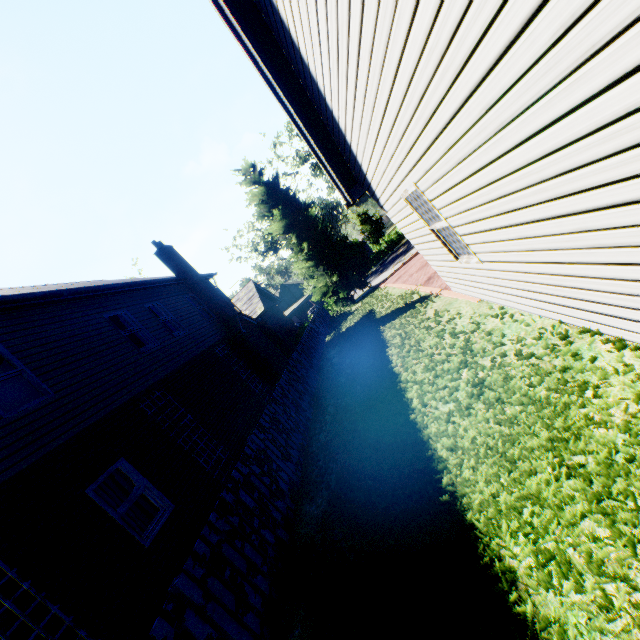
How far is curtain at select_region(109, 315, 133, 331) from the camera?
10.3 meters

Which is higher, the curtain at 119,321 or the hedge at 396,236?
the curtain at 119,321

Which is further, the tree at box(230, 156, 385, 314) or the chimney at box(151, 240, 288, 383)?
the tree at box(230, 156, 385, 314)

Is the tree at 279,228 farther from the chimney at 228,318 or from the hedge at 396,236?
the chimney at 228,318

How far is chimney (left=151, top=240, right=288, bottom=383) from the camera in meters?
15.2 m

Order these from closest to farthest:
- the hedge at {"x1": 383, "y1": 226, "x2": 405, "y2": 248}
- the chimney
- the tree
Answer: the chimney → the tree → the hedge at {"x1": 383, "y1": 226, "x2": 405, "y2": 248}

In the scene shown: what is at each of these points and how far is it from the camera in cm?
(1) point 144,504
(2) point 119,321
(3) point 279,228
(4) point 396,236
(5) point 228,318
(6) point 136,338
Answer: (1) curtain, 706
(2) curtain, 1062
(3) tree, 2494
(4) hedge, 4331
(5) chimney, 1554
(6) curtain, 1070

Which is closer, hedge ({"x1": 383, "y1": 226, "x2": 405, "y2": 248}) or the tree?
the tree
